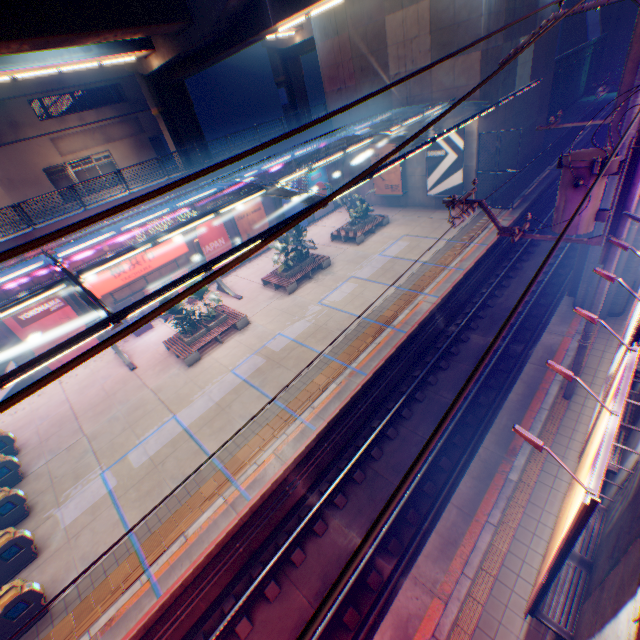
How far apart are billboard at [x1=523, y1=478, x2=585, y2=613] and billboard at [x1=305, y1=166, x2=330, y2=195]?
25.5 meters

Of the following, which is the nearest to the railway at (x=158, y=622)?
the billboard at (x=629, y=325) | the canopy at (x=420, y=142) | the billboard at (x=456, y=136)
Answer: the billboard at (x=629, y=325)

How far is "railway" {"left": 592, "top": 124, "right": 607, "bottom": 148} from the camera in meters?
31.5 m

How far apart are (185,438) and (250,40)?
20.6m

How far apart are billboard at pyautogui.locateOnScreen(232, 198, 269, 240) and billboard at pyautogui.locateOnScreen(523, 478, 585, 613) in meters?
22.4 m

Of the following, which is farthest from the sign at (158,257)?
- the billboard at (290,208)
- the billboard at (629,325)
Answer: the billboard at (629,325)

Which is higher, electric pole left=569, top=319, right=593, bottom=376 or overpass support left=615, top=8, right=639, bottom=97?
overpass support left=615, top=8, right=639, bottom=97

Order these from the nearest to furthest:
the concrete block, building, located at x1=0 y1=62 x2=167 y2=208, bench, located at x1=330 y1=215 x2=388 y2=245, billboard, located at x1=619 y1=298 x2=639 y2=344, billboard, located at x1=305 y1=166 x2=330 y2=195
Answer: billboard, located at x1=619 y1=298 x2=639 y2=344 → the concrete block → bench, located at x1=330 y1=215 x2=388 y2=245 → billboard, located at x1=305 y1=166 x2=330 y2=195 → building, located at x1=0 y1=62 x2=167 y2=208
